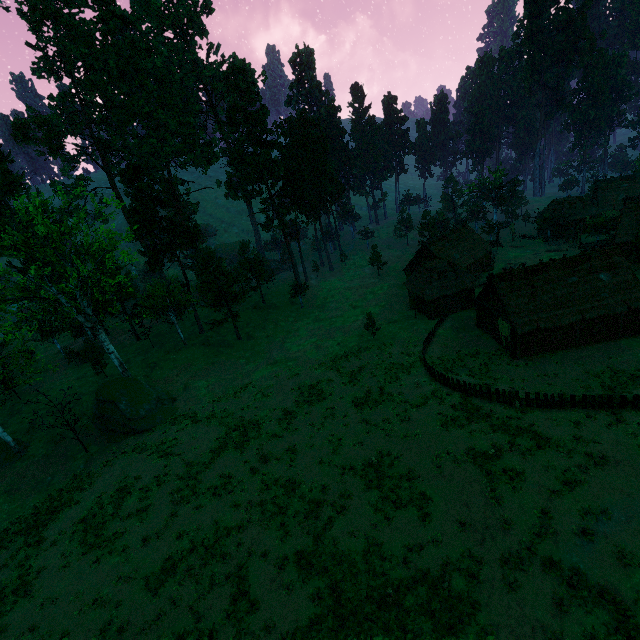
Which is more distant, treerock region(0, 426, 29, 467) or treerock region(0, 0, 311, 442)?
treerock region(0, 0, 311, 442)

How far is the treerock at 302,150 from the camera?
57.5 meters

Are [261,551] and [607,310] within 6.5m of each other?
no

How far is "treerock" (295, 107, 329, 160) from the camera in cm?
5745

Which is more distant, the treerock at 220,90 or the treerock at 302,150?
the treerock at 302,150

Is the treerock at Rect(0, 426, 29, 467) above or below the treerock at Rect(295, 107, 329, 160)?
below

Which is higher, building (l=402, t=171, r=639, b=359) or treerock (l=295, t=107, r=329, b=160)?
treerock (l=295, t=107, r=329, b=160)

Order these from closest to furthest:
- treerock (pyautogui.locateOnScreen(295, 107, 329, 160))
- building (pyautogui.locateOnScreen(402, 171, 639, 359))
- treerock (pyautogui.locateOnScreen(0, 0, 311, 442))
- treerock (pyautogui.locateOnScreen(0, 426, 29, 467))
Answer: Result: building (pyautogui.locateOnScreen(402, 171, 639, 359)), treerock (pyautogui.locateOnScreen(0, 426, 29, 467)), treerock (pyautogui.locateOnScreen(0, 0, 311, 442)), treerock (pyautogui.locateOnScreen(295, 107, 329, 160))
